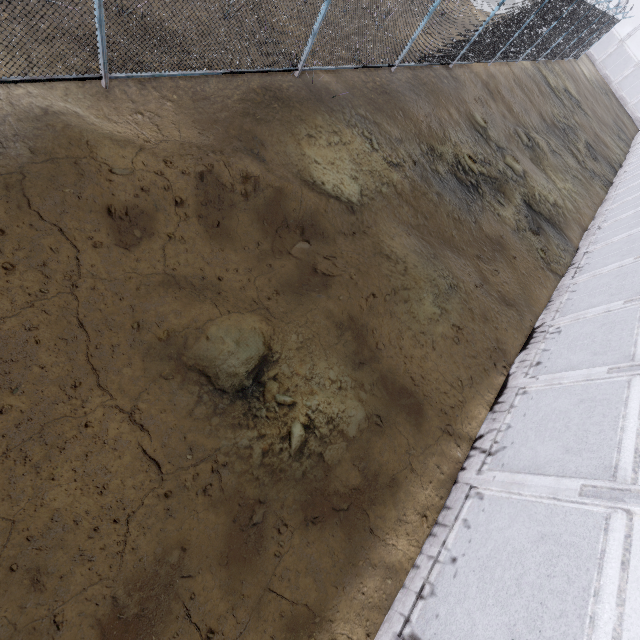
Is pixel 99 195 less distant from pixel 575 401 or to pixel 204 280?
pixel 204 280
